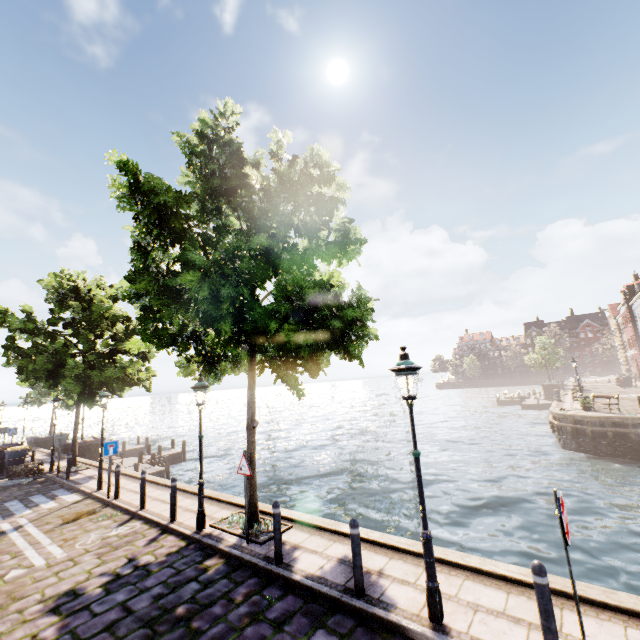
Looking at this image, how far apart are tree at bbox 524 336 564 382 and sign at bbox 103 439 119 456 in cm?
5447

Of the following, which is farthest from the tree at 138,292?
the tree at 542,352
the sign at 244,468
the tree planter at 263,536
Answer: the tree at 542,352

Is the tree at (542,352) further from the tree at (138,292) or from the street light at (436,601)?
the street light at (436,601)

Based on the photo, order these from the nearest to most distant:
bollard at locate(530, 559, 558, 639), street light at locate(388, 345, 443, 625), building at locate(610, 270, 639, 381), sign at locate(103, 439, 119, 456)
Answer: bollard at locate(530, 559, 558, 639) < street light at locate(388, 345, 443, 625) < sign at locate(103, 439, 119, 456) < building at locate(610, 270, 639, 381)

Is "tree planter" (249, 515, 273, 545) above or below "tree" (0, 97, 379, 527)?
below

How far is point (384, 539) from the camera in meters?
6.7 m

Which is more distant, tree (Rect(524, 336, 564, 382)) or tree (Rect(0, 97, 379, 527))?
tree (Rect(524, 336, 564, 382))

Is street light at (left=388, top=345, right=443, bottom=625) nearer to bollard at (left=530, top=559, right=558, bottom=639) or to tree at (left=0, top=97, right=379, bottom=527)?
tree at (left=0, top=97, right=379, bottom=527)
